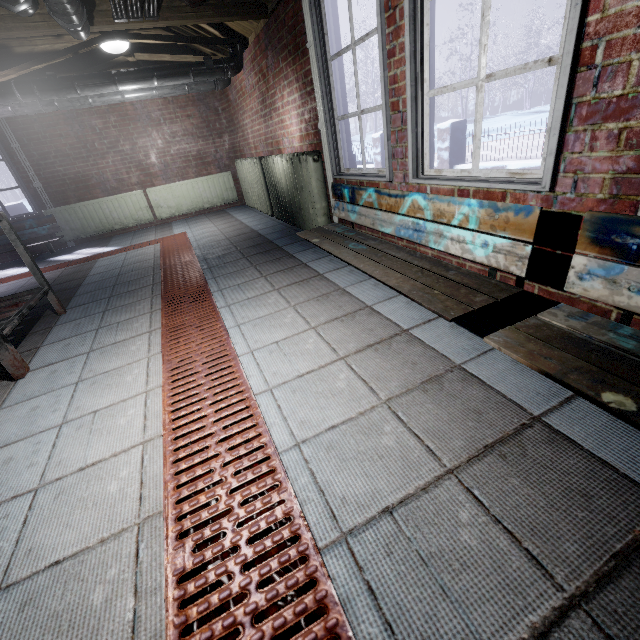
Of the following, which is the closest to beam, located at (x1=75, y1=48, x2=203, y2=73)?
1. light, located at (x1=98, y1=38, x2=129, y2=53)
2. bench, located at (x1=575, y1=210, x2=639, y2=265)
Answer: light, located at (x1=98, y1=38, x2=129, y2=53)

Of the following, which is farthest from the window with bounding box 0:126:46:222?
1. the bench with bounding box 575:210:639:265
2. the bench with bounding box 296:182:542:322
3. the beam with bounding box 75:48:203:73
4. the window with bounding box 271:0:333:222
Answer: the bench with bounding box 575:210:639:265

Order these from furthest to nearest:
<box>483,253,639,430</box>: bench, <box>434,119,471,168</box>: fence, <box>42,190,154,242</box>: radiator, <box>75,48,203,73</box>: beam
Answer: <box>434,119,471,168</box>: fence → <box>42,190,154,242</box>: radiator → <box>75,48,203,73</box>: beam → <box>483,253,639,430</box>: bench

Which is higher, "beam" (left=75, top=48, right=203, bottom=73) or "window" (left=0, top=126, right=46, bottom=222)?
"beam" (left=75, top=48, right=203, bottom=73)

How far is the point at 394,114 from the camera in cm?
202

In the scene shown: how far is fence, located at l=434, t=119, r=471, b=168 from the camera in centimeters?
657cm

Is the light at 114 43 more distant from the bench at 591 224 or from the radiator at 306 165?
the bench at 591 224

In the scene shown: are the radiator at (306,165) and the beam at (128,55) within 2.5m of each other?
yes
